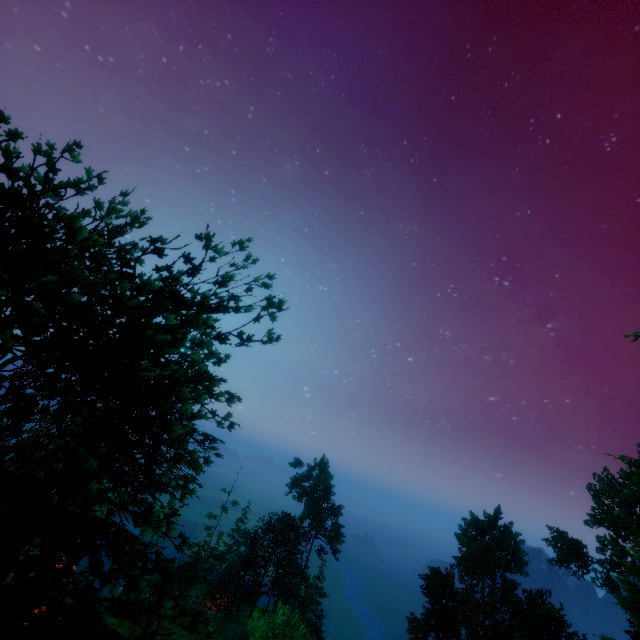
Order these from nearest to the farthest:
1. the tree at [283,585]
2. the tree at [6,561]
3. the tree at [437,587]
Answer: the tree at [6,561] → the tree at [283,585] → the tree at [437,587]

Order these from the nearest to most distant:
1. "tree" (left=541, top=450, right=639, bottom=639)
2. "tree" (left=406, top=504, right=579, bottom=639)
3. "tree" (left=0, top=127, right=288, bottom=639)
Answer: "tree" (left=0, top=127, right=288, bottom=639) < "tree" (left=541, top=450, right=639, bottom=639) < "tree" (left=406, top=504, right=579, bottom=639)

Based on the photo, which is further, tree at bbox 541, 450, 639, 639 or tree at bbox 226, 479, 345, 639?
tree at bbox 541, 450, 639, 639

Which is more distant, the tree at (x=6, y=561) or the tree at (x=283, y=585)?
the tree at (x=283, y=585)

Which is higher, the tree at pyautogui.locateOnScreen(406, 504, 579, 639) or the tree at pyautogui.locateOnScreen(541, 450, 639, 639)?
the tree at pyautogui.locateOnScreen(541, 450, 639, 639)

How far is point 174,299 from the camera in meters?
9.2 m
